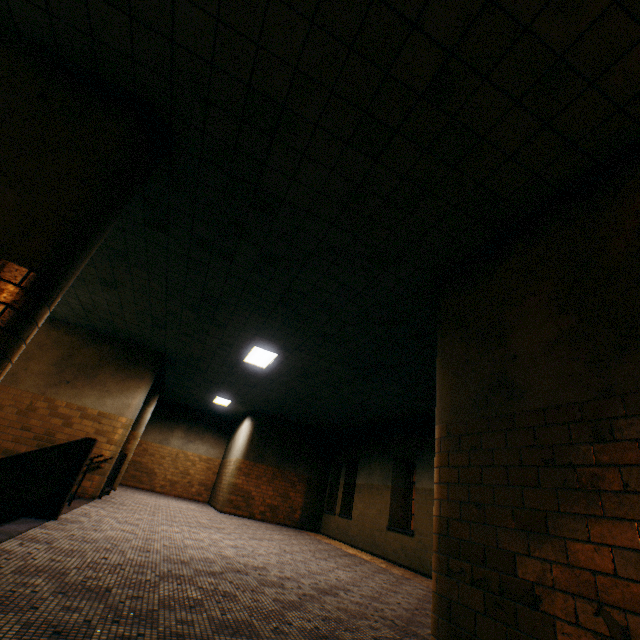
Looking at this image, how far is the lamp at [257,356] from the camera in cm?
800

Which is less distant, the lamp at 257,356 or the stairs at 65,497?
the stairs at 65,497

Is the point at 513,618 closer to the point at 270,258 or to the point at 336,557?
the point at 270,258

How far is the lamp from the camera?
8.0 meters

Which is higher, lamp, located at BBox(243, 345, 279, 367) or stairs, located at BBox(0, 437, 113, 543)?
lamp, located at BBox(243, 345, 279, 367)

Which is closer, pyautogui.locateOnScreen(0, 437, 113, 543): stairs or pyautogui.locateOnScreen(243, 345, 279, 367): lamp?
pyautogui.locateOnScreen(0, 437, 113, 543): stairs
